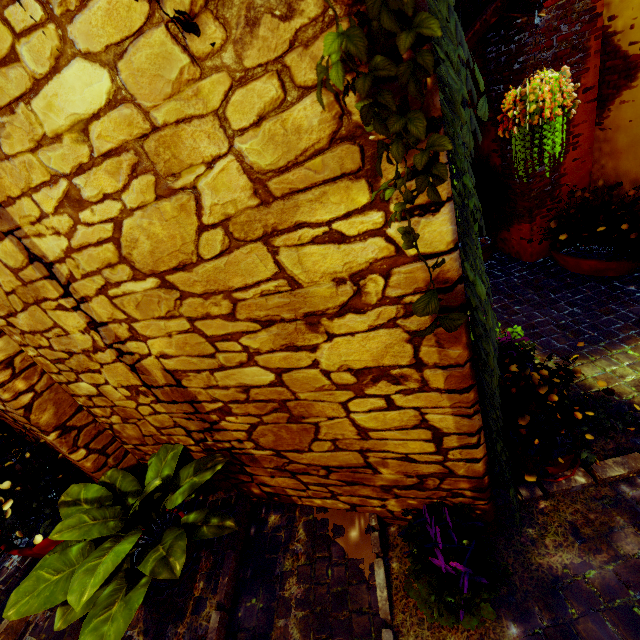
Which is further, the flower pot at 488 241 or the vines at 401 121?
the flower pot at 488 241

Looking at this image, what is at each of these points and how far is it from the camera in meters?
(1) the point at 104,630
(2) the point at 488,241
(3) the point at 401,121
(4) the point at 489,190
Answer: (1) flower pot, 1.6
(2) flower pot, 4.4
(3) vines, 0.8
(4) flower pot, 3.8

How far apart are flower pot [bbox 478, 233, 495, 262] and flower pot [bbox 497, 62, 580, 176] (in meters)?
2.17

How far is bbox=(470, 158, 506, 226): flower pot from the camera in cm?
381

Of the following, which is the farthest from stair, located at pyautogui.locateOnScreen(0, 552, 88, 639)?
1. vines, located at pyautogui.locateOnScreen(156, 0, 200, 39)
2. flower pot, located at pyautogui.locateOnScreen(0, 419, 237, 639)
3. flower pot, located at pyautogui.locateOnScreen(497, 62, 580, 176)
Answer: flower pot, located at pyautogui.locateOnScreen(497, 62, 580, 176)

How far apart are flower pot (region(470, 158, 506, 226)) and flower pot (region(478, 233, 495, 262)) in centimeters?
30cm

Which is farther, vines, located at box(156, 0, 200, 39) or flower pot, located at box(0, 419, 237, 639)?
flower pot, located at box(0, 419, 237, 639)

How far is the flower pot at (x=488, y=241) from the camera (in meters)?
4.26
